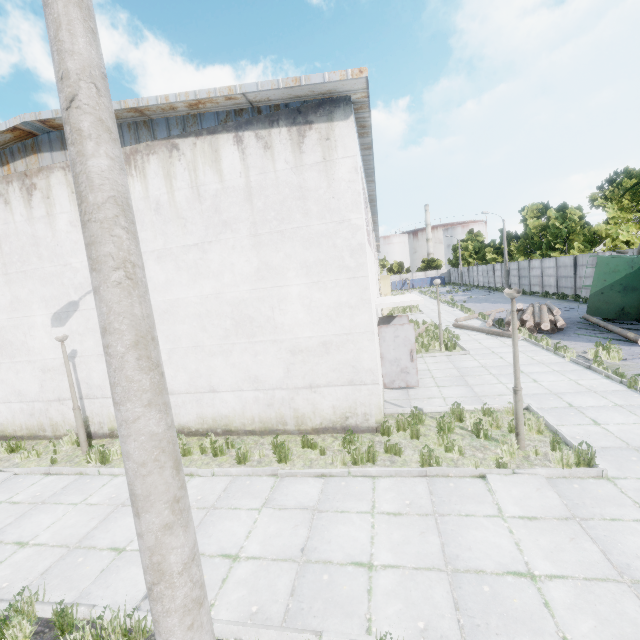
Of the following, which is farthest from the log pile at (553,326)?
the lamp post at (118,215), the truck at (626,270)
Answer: the lamp post at (118,215)

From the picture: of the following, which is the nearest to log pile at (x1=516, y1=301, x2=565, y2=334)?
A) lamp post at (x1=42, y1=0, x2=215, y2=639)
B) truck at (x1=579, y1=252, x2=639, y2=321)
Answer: truck at (x1=579, y1=252, x2=639, y2=321)

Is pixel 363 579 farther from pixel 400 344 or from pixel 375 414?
pixel 400 344

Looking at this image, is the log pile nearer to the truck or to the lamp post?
the truck

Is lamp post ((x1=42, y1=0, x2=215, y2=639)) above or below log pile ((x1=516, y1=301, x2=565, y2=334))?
above

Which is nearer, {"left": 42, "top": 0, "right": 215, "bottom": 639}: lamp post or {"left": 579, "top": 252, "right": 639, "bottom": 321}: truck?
{"left": 42, "top": 0, "right": 215, "bottom": 639}: lamp post

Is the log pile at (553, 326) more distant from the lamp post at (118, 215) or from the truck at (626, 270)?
the lamp post at (118, 215)

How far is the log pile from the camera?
15.77m
